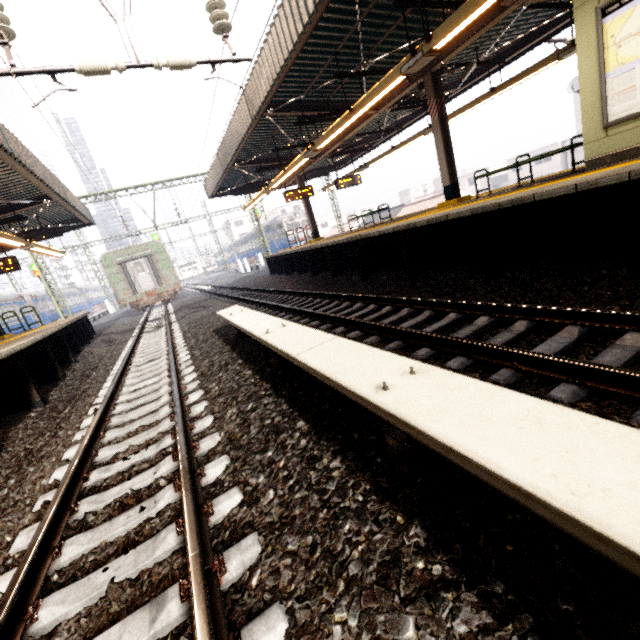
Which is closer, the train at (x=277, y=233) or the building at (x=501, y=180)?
the train at (x=277, y=233)

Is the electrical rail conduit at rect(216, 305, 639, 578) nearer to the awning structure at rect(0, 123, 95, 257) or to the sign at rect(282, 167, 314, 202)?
the awning structure at rect(0, 123, 95, 257)

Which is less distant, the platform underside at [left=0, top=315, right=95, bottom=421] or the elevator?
the elevator

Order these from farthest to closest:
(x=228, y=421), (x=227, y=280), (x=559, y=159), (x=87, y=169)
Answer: (x=559, y=159) < (x=227, y=280) < (x=87, y=169) < (x=228, y=421)

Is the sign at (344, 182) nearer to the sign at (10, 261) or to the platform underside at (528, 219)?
the platform underside at (528, 219)

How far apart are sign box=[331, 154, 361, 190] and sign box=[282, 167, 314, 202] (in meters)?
1.35

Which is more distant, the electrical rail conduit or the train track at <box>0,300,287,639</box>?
the train track at <box>0,300,287,639</box>

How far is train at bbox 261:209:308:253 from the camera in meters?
31.5 m
